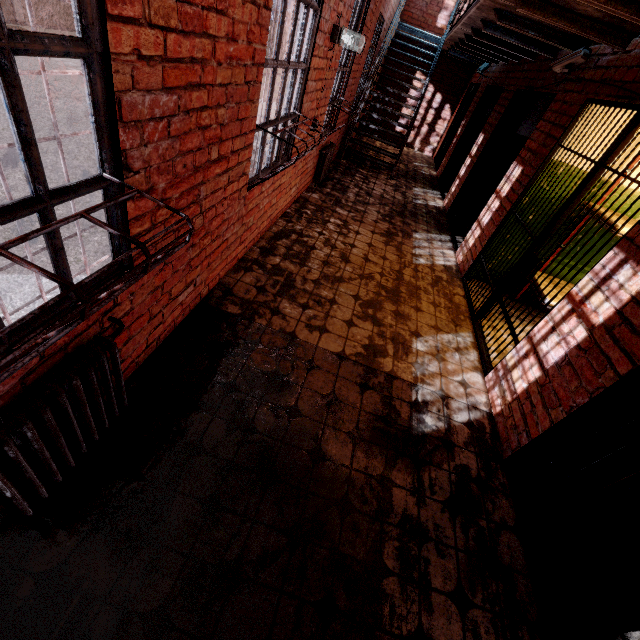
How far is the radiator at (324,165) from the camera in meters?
5.8

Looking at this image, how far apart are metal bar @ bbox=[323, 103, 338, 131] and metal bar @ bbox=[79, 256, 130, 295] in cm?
449

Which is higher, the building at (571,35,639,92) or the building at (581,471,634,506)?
the building at (571,35,639,92)

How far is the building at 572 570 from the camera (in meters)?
2.04

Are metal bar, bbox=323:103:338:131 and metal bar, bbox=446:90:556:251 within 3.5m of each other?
yes

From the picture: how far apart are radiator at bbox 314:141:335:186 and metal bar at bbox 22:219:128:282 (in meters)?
4.81

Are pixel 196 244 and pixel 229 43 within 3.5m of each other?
yes

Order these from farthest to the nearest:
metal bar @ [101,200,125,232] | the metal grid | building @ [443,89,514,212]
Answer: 1. building @ [443,89,514,212]
2. metal bar @ [101,200,125,232]
3. the metal grid
